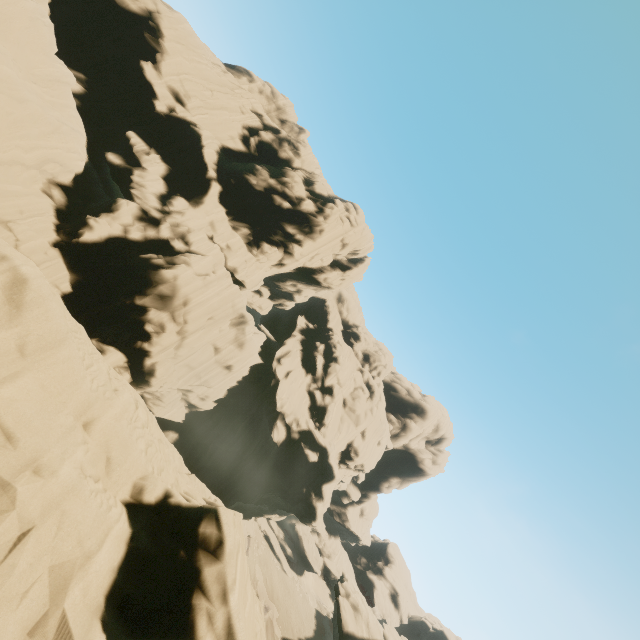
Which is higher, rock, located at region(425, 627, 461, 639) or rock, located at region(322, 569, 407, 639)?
rock, located at region(425, 627, 461, 639)

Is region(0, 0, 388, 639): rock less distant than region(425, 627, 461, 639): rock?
Yes

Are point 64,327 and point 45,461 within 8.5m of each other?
yes

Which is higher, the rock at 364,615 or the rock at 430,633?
the rock at 430,633

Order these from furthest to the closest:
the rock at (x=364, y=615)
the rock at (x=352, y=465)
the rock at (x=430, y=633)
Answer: the rock at (x=430, y=633), the rock at (x=364, y=615), the rock at (x=352, y=465)

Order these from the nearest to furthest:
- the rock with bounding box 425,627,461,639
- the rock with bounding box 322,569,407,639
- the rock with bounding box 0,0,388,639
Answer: the rock with bounding box 0,0,388,639 → the rock with bounding box 322,569,407,639 → the rock with bounding box 425,627,461,639
